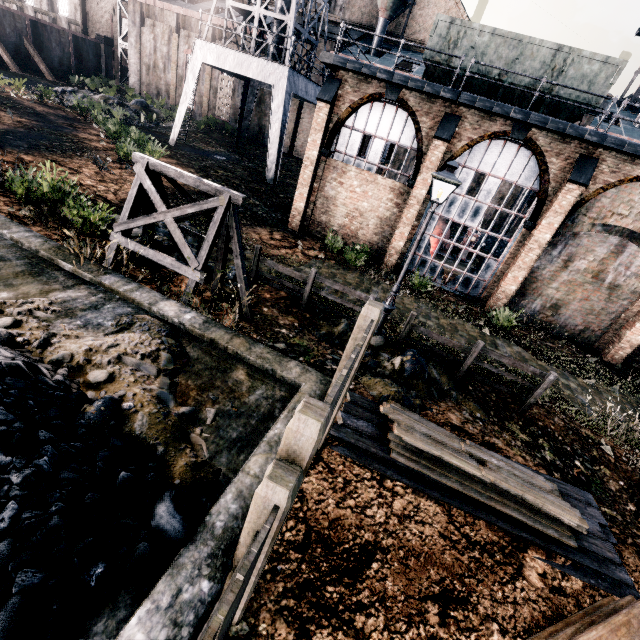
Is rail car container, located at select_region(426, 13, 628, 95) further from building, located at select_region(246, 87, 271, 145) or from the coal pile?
the coal pile

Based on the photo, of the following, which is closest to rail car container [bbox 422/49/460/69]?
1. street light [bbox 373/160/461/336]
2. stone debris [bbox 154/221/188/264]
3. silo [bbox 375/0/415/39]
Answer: street light [bbox 373/160/461/336]

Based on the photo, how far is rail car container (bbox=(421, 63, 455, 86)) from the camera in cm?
1528

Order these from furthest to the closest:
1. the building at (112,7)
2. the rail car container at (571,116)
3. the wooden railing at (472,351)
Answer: the building at (112,7) < the rail car container at (571,116) < the wooden railing at (472,351)

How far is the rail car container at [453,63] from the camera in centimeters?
1488cm

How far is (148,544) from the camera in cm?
308

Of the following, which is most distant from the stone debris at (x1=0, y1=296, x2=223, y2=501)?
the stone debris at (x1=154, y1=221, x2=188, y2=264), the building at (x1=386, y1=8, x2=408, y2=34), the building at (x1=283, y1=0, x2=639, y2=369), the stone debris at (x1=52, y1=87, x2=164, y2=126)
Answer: the building at (x1=386, y1=8, x2=408, y2=34)

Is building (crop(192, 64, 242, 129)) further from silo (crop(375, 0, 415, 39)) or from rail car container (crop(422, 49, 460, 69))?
rail car container (crop(422, 49, 460, 69))
